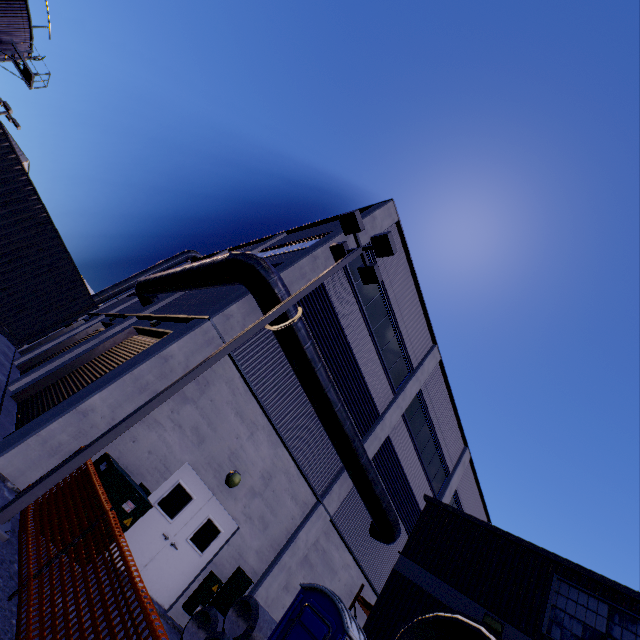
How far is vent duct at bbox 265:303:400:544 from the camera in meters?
9.3 m

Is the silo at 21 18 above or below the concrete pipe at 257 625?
above

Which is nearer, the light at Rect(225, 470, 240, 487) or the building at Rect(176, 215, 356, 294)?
the light at Rect(225, 470, 240, 487)

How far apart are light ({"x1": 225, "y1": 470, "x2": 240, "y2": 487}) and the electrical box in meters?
2.8 m

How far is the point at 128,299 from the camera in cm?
2484

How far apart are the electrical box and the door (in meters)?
1.62

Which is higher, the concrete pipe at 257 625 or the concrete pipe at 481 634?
the concrete pipe at 481 634

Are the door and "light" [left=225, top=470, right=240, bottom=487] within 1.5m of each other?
yes
